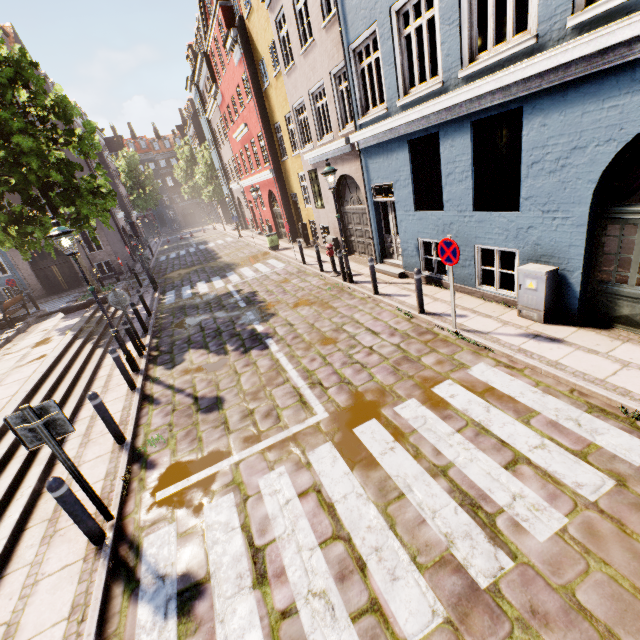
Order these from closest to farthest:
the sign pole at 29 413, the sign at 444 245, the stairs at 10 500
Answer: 1. the sign pole at 29 413
2. the stairs at 10 500
3. the sign at 444 245

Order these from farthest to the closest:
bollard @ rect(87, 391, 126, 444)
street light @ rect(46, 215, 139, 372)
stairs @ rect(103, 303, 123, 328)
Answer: stairs @ rect(103, 303, 123, 328) → street light @ rect(46, 215, 139, 372) → bollard @ rect(87, 391, 126, 444)

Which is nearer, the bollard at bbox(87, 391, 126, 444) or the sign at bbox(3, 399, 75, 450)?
the sign at bbox(3, 399, 75, 450)

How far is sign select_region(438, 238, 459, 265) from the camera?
5.9m

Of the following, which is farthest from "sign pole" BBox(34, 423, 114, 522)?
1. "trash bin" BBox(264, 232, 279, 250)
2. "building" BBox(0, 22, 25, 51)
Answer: "building" BBox(0, 22, 25, 51)

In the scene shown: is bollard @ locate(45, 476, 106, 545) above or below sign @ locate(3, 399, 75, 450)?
below

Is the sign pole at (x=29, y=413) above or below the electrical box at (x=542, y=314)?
above

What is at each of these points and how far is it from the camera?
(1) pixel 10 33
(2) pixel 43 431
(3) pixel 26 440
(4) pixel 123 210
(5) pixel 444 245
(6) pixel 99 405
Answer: (1) building, 20.6 meters
(2) sign pole, 3.7 meters
(3) sign, 3.7 meters
(4) building, 37.1 meters
(5) sign, 6.1 meters
(6) bollard, 5.4 meters
